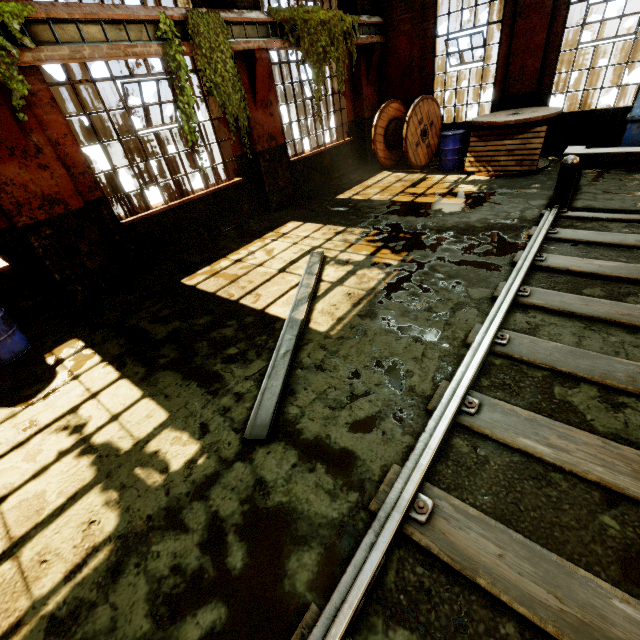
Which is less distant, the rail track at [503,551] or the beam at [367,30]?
the rail track at [503,551]

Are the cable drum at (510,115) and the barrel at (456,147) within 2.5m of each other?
yes

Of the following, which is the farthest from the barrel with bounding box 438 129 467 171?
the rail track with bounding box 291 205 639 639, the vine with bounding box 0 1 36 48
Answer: the vine with bounding box 0 1 36 48

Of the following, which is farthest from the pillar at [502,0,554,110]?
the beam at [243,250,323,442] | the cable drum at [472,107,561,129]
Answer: the beam at [243,250,323,442]

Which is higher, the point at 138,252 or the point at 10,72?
the point at 10,72

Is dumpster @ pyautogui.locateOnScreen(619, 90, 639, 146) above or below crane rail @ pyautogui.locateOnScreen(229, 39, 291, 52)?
below

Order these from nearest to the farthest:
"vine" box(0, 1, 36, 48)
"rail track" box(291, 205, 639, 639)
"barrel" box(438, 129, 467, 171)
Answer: "rail track" box(291, 205, 639, 639) < "vine" box(0, 1, 36, 48) < "barrel" box(438, 129, 467, 171)

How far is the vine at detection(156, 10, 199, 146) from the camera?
5.4 meters
